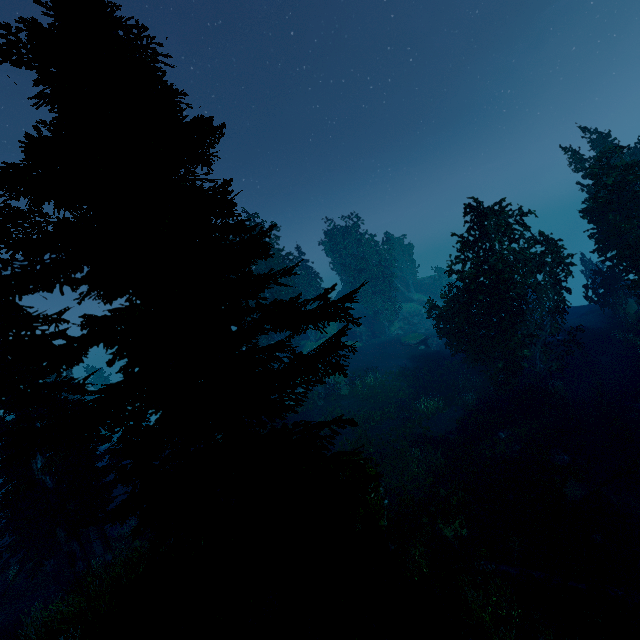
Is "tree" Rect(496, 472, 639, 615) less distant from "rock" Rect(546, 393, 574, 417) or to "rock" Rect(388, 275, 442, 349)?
"rock" Rect(546, 393, 574, 417)

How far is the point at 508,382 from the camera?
20.44m

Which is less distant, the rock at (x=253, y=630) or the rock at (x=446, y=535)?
the rock at (x=253, y=630)

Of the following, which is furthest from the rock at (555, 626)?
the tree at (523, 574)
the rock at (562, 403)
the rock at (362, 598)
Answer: the rock at (562, 403)

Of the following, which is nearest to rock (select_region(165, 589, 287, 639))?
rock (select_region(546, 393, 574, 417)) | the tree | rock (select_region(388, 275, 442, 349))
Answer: the tree

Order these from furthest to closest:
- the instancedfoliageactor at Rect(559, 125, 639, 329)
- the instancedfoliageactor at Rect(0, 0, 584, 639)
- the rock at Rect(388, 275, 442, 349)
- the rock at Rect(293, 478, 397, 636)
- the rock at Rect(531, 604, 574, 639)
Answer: the rock at Rect(388, 275, 442, 349) → the instancedfoliageactor at Rect(559, 125, 639, 329) → the rock at Rect(531, 604, 574, 639) → the rock at Rect(293, 478, 397, 636) → the instancedfoliageactor at Rect(0, 0, 584, 639)

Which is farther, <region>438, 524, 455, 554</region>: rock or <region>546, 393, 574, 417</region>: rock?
<region>546, 393, 574, 417</region>: rock

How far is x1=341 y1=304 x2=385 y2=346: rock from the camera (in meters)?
46.28
